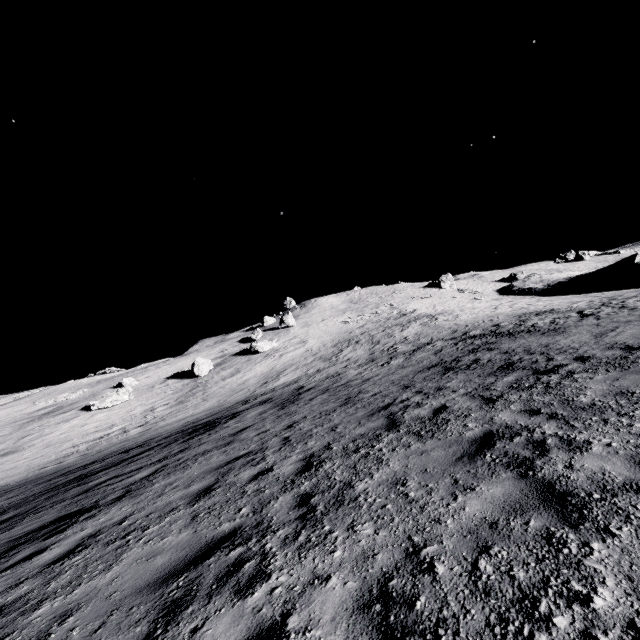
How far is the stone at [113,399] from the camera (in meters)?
31.10

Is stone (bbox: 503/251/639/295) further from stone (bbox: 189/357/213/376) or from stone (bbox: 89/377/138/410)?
stone (bbox: 89/377/138/410)

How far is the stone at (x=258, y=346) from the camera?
40.09m

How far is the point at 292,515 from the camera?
4.3 meters

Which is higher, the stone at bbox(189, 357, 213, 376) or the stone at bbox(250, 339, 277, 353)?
the stone at bbox(250, 339, 277, 353)

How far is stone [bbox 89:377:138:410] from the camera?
31.1 meters

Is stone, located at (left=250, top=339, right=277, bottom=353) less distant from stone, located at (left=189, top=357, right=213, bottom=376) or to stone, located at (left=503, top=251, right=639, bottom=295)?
stone, located at (left=189, top=357, right=213, bottom=376)

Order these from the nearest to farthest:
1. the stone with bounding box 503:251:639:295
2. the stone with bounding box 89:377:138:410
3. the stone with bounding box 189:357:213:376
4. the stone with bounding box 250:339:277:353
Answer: the stone with bounding box 89:377:138:410
the stone with bounding box 189:357:213:376
the stone with bounding box 250:339:277:353
the stone with bounding box 503:251:639:295
